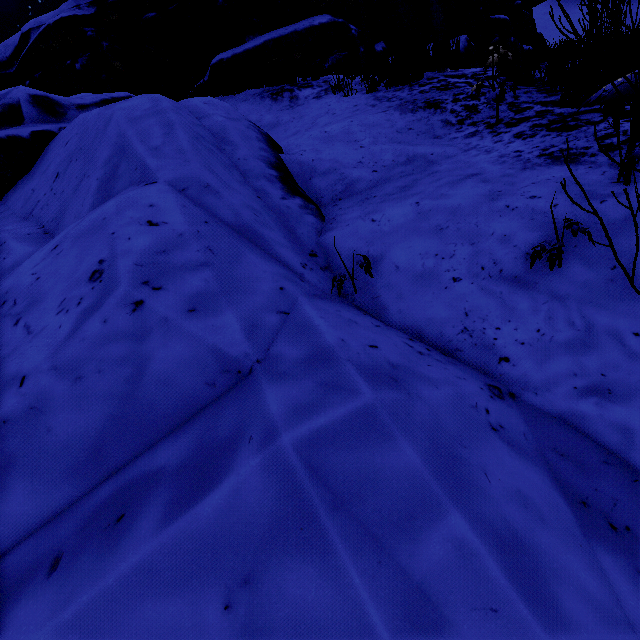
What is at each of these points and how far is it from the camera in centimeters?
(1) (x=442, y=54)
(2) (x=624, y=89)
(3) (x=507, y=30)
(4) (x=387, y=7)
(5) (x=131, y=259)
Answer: (1) instancedfoliageactor, 643cm
(2) instancedfoliageactor, 163cm
(3) rock, 2172cm
(4) rock, 1482cm
(5) rock, 229cm

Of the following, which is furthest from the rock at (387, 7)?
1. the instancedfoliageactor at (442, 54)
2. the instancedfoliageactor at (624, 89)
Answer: the instancedfoliageactor at (442, 54)

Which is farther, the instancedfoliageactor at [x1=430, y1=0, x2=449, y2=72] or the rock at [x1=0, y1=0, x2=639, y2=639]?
the instancedfoliageactor at [x1=430, y1=0, x2=449, y2=72]

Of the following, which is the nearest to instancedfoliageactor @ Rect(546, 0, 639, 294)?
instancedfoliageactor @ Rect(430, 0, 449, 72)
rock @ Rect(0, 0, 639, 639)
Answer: rock @ Rect(0, 0, 639, 639)

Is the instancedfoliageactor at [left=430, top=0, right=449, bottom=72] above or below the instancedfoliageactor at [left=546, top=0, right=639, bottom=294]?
above

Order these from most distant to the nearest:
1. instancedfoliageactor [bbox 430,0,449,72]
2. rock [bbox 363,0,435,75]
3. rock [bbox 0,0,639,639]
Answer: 1. rock [bbox 363,0,435,75]
2. instancedfoliageactor [bbox 430,0,449,72]
3. rock [bbox 0,0,639,639]

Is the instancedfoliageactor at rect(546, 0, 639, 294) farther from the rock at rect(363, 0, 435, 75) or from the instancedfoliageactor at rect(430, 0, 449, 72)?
the instancedfoliageactor at rect(430, 0, 449, 72)

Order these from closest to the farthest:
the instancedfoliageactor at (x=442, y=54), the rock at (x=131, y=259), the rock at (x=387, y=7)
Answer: the rock at (x=131, y=259) → the instancedfoliageactor at (x=442, y=54) → the rock at (x=387, y=7)
